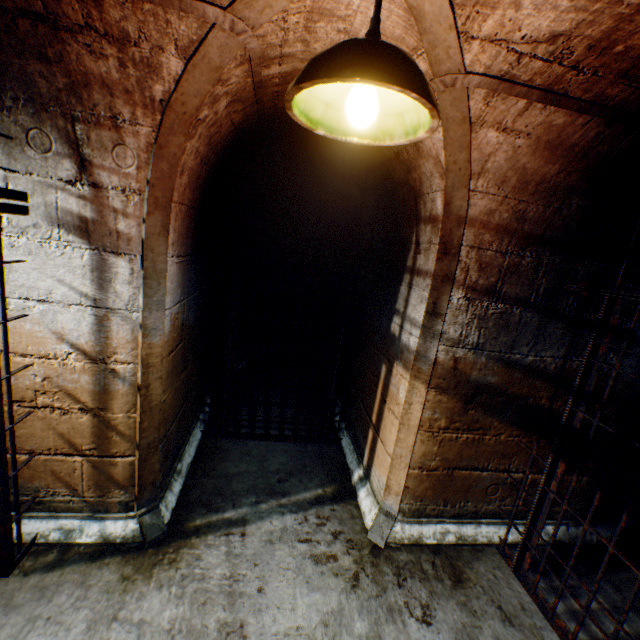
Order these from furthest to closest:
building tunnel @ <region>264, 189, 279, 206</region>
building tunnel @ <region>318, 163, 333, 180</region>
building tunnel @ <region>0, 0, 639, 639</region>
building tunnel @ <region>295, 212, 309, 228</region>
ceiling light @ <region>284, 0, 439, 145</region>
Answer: building tunnel @ <region>295, 212, 309, 228</region>, building tunnel @ <region>264, 189, 279, 206</region>, building tunnel @ <region>318, 163, 333, 180</region>, building tunnel @ <region>0, 0, 639, 639</region>, ceiling light @ <region>284, 0, 439, 145</region>

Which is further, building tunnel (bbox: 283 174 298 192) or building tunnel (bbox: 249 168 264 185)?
building tunnel (bbox: 283 174 298 192)

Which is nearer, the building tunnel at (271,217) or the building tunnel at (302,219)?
the building tunnel at (271,217)

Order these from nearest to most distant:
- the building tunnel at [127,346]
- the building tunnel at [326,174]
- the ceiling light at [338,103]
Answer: the ceiling light at [338,103], the building tunnel at [127,346], the building tunnel at [326,174]

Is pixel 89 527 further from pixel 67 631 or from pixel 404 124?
pixel 404 124

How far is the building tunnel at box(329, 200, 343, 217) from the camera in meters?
5.9

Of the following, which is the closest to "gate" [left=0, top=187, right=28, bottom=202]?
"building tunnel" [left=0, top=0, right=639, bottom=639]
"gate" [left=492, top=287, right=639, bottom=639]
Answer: "building tunnel" [left=0, top=0, right=639, bottom=639]
